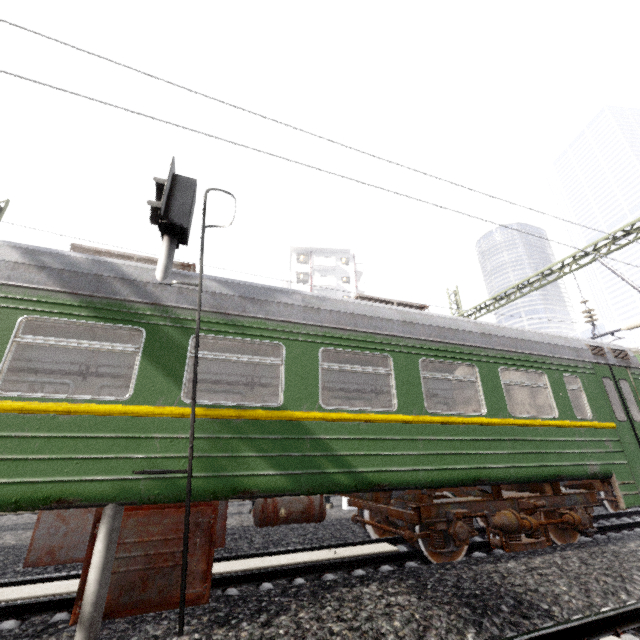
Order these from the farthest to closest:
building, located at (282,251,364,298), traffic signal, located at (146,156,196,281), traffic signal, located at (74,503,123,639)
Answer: building, located at (282,251,364,298), traffic signal, located at (146,156,196,281), traffic signal, located at (74,503,123,639)

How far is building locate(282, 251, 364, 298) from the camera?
41.97m

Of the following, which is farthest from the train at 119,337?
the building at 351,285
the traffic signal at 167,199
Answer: the building at 351,285

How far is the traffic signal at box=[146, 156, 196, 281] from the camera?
4.6 meters

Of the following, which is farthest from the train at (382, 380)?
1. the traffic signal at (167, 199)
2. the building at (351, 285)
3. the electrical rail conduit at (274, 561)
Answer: the building at (351, 285)

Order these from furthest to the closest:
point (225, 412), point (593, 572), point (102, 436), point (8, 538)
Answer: point (8, 538)
point (593, 572)
point (225, 412)
point (102, 436)

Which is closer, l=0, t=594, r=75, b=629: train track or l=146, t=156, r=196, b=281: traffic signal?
l=0, t=594, r=75, b=629: train track

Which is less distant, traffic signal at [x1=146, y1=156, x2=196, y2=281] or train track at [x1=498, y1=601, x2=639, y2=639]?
train track at [x1=498, y1=601, x2=639, y2=639]
